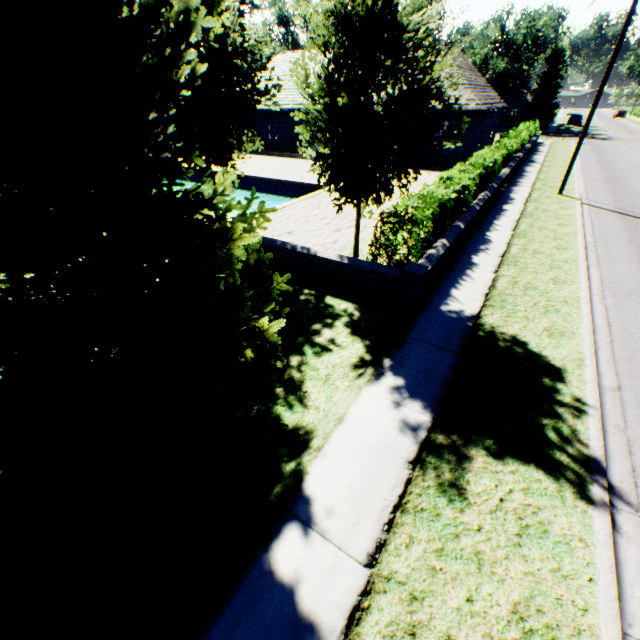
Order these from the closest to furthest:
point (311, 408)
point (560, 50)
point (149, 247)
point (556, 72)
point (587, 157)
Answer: point (149, 247), point (311, 408), point (587, 157), point (560, 50), point (556, 72)

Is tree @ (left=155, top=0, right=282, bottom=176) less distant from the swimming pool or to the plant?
the swimming pool

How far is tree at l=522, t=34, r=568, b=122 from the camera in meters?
43.9

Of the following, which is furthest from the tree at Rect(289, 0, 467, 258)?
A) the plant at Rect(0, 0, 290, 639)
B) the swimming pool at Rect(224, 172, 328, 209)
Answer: the plant at Rect(0, 0, 290, 639)

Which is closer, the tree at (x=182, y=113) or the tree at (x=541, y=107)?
the tree at (x=182, y=113)
